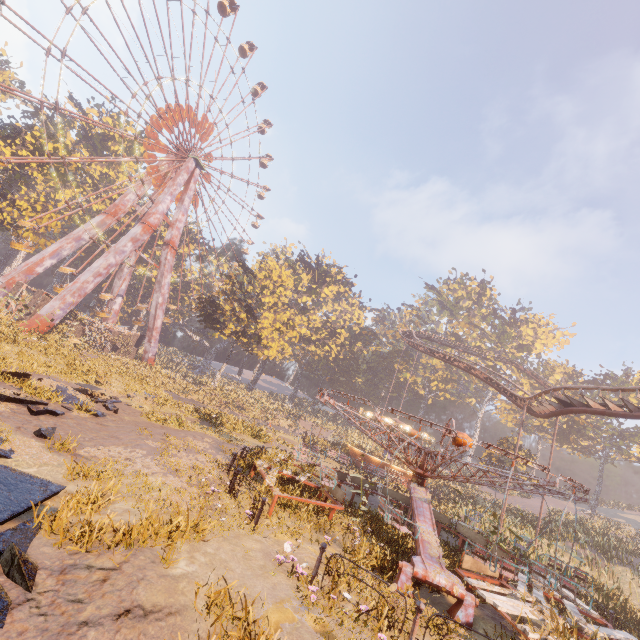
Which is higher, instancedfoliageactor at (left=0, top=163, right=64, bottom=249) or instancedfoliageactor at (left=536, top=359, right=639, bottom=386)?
instancedfoliageactor at (left=536, top=359, right=639, bottom=386)

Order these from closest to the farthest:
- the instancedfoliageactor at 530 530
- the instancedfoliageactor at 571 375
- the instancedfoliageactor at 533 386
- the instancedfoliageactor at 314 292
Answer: the instancedfoliageactor at 530 530
the instancedfoliageactor at 571 375
the instancedfoliageactor at 533 386
the instancedfoliageactor at 314 292

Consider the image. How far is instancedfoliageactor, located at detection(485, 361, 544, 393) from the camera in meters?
54.0

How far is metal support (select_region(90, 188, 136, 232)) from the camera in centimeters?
3772cm

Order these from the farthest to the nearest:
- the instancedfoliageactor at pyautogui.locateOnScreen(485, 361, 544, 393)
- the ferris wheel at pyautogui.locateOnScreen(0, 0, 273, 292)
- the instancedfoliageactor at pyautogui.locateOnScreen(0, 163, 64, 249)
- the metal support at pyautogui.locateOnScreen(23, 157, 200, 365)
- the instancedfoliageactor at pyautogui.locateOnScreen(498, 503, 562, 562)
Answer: the instancedfoliageactor at pyautogui.locateOnScreen(485, 361, 544, 393), the instancedfoliageactor at pyautogui.locateOnScreen(0, 163, 64, 249), the metal support at pyautogui.locateOnScreen(23, 157, 200, 365), the ferris wheel at pyautogui.locateOnScreen(0, 0, 273, 292), the instancedfoliageactor at pyautogui.locateOnScreen(498, 503, 562, 562)

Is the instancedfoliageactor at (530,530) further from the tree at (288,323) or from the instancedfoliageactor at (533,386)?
the tree at (288,323)

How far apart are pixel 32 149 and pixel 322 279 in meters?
41.7

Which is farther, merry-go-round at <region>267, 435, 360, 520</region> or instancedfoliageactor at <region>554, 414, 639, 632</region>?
instancedfoliageactor at <region>554, 414, 639, 632</region>
